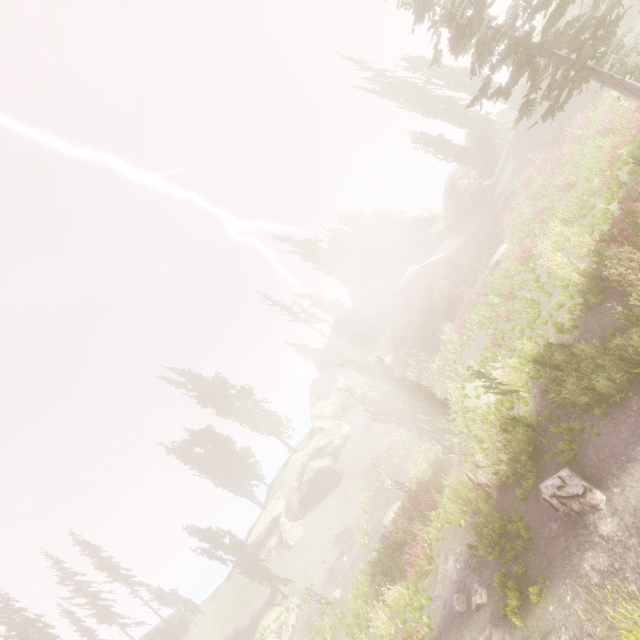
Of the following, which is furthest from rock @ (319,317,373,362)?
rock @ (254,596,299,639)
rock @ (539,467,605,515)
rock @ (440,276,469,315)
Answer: rock @ (539,467,605,515)

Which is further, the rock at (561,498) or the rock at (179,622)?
the rock at (179,622)

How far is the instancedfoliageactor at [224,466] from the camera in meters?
40.6

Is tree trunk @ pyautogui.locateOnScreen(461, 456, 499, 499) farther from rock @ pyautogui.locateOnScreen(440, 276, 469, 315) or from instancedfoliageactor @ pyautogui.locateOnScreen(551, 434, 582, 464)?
rock @ pyautogui.locateOnScreen(440, 276, 469, 315)

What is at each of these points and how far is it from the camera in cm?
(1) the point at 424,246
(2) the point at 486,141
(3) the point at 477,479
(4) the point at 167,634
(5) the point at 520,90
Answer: (1) rock, 5191
(2) rock, 3716
(3) tree trunk, 1206
(4) rock, 3447
(5) rock, 2997

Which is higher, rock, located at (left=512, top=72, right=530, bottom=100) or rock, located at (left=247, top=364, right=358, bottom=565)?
rock, located at (left=512, top=72, right=530, bottom=100)

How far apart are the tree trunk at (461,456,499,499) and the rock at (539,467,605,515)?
2.64m

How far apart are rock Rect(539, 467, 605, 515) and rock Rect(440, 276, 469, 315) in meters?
19.9 m
